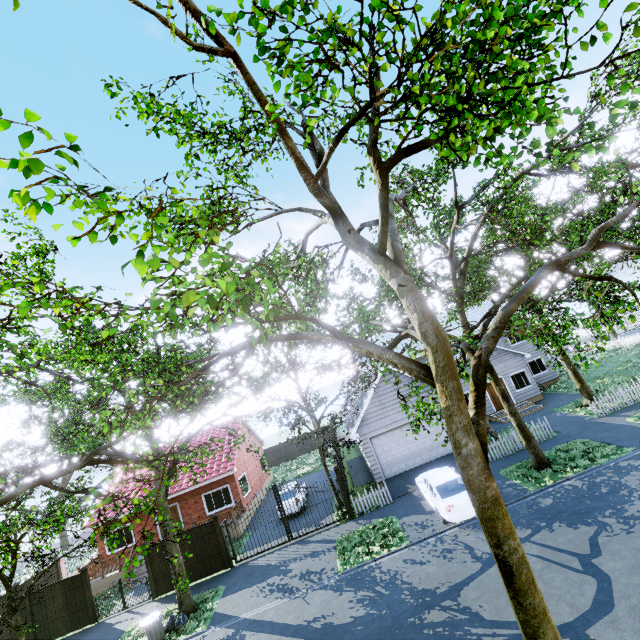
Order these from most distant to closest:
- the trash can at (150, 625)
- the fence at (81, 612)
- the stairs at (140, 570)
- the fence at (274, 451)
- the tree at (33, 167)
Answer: the fence at (274, 451) → the stairs at (140, 570) → the fence at (81, 612) → the trash can at (150, 625) → the tree at (33, 167)

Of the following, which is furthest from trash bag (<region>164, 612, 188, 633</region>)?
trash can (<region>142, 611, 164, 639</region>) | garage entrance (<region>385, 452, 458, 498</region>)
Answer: garage entrance (<region>385, 452, 458, 498</region>)

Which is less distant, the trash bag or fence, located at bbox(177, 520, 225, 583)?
the trash bag

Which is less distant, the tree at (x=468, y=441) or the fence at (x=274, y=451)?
the tree at (x=468, y=441)

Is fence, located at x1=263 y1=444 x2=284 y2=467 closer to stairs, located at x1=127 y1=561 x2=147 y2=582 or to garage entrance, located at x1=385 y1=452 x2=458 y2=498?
garage entrance, located at x1=385 y1=452 x2=458 y2=498

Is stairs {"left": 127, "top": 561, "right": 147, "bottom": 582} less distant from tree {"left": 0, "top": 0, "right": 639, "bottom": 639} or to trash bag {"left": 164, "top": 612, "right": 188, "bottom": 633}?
tree {"left": 0, "top": 0, "right": 639, "bottom": 639}

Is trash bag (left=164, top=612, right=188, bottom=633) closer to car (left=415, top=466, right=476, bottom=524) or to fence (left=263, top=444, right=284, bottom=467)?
fence (left=263, top=444, right=284, bottom=467)

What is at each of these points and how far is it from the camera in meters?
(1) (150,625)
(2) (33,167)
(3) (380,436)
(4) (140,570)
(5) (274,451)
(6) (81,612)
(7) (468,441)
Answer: (1) trash can, 12.2
(2) tree, 1.9
(3) garage door, 19.2
(4) stairs, 19.1
(5) fence, 39.0
(6) fence, 15.9
(7) tree, 4.9
